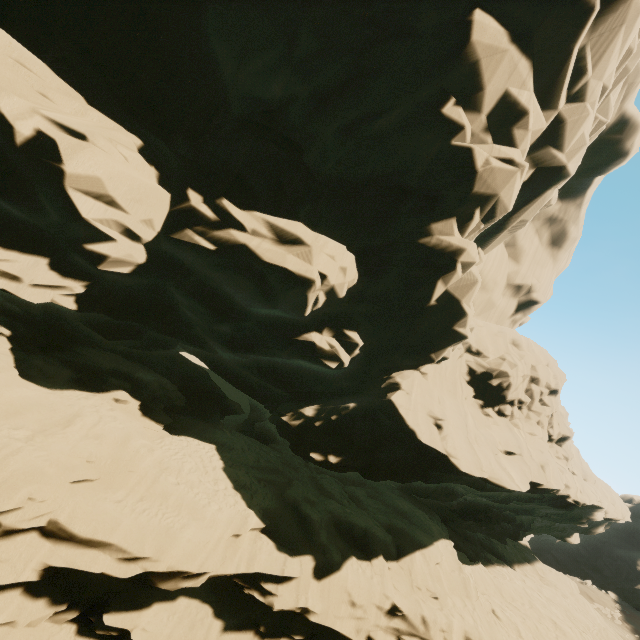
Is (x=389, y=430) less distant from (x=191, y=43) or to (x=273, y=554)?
(x=273, y=554)
